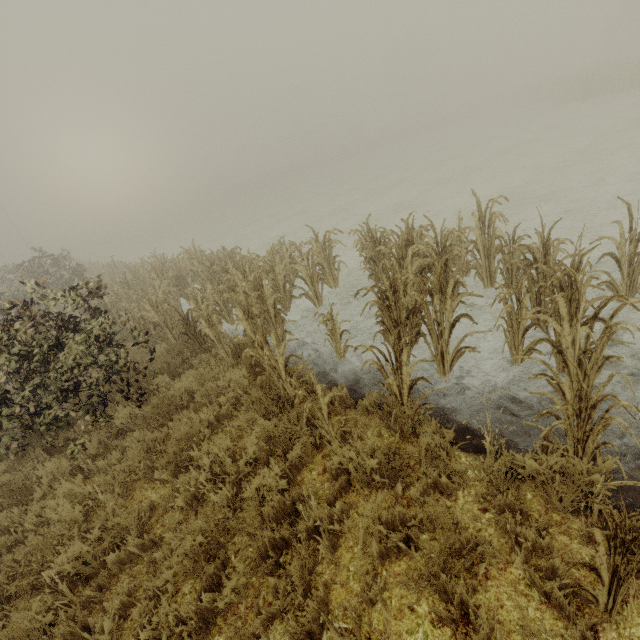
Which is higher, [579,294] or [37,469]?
[579,294]
